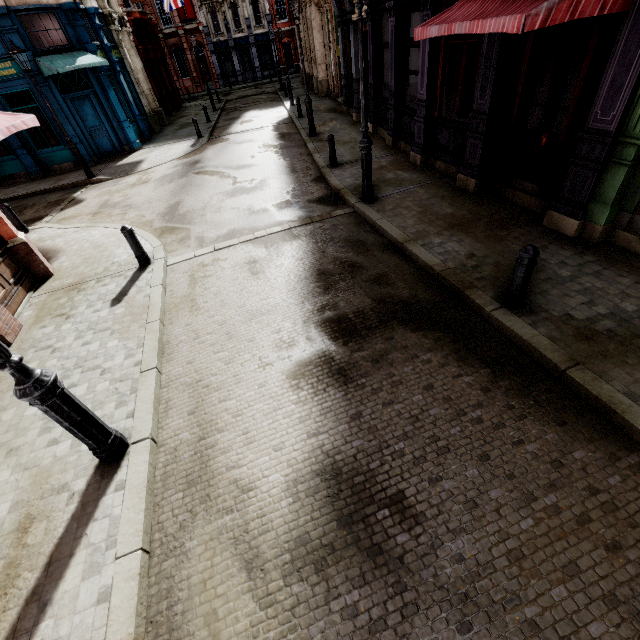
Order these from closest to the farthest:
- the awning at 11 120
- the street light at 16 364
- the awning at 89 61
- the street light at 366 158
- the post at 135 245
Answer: the street light at 16 364 → the awning at 11 120 → the street light at 366 158 → the post at 135 245 → the awning at 89 61

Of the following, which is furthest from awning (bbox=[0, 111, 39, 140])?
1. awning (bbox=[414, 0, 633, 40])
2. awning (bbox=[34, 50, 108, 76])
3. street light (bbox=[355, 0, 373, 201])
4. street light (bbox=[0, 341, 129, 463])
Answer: awning (bbox=[34, 50, 108, 76])

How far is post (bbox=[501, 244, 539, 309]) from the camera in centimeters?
420cm

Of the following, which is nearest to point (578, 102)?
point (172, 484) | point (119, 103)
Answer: point (172, 484)

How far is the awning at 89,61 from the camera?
13.72m

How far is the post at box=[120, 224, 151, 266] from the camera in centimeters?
699cm

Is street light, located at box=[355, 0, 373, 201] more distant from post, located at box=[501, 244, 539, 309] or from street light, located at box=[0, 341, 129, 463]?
street light, located at box=[0, 341, 129, 463]

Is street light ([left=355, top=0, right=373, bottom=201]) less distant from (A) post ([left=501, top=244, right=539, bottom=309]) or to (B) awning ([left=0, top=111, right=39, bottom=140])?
(A) post ([left=501, top=244, right=539, bottom=309])
